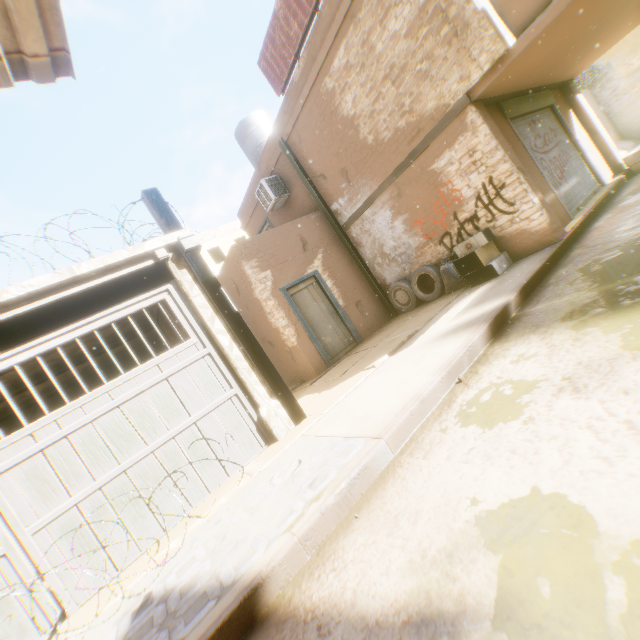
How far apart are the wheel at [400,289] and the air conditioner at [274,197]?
3.6 meters

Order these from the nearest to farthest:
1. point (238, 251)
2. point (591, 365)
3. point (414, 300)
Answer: point (591, 365) < point (238, 251) < point (414, 300)

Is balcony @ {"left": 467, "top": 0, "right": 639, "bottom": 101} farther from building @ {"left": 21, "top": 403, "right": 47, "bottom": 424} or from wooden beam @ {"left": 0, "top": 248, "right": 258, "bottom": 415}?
wooden beam @ {"left": 0, "top": 248, "right": 258, "bottom": 415}

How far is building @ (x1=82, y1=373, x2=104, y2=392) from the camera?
8.8 meters

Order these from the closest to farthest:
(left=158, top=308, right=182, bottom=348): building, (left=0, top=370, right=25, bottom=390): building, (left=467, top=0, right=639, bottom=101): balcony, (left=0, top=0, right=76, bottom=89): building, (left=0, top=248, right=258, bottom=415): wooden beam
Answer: (left=0, top=0, right=76, bottom=89): building → (left=0, top=248, right=258, bottom=415): wooden beam → (left=467, top=0, right=639, bottom=101): balcony → (left=0, top=370, right=25, bottom=390): building → (left=158, top=308, right=182, bottom=348): building

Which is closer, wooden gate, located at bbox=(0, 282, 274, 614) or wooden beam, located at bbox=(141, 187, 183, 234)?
wooden gate, located at bbox=(0, 282, 274, 614)

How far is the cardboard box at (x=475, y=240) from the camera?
6.6 meters

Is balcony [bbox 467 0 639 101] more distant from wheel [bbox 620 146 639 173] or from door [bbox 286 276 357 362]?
wheel [bbox 620 146 639 173]
